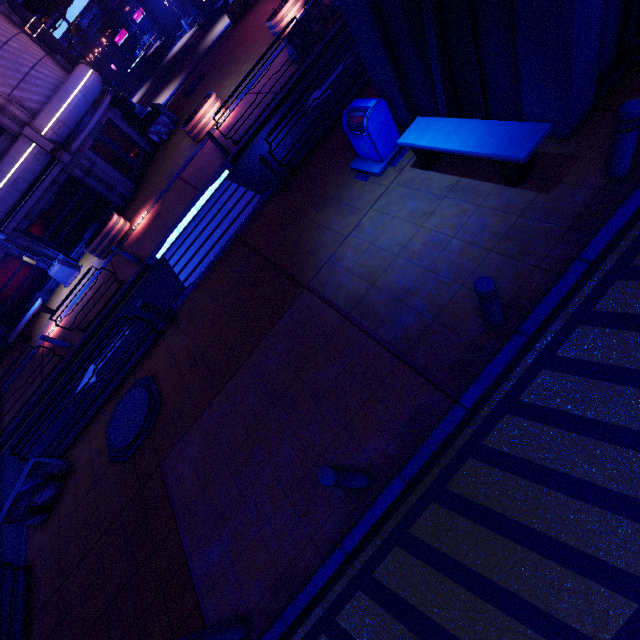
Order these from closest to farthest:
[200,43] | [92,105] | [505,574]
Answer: [505,574] → [92,105] → [200,43]

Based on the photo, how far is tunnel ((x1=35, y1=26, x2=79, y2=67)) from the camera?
18.5 meters

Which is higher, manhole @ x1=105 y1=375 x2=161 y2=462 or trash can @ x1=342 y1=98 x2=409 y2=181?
trash can @ x1=342 y1=98 x2=409 y2=181

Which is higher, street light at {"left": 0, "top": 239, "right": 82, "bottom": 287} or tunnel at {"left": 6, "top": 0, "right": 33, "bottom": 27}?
tunnel at {"left": 6, "top": 0, "right": 33, "bottom": 27}

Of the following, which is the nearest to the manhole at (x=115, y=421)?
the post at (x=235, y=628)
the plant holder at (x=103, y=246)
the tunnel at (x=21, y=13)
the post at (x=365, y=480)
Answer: the post at (x=235, y=628)

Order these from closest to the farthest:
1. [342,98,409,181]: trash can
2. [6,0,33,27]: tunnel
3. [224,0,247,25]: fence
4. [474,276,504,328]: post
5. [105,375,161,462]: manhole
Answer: [474,276,504,328]: post → [342,98,409,181]: trash can → [105,375,161,462]: manhole → [6,0,33,27]: tunnel → [224,0,247,25]: fence

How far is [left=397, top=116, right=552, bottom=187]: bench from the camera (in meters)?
4.61

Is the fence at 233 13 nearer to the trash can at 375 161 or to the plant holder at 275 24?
the plant holder at 275 24
